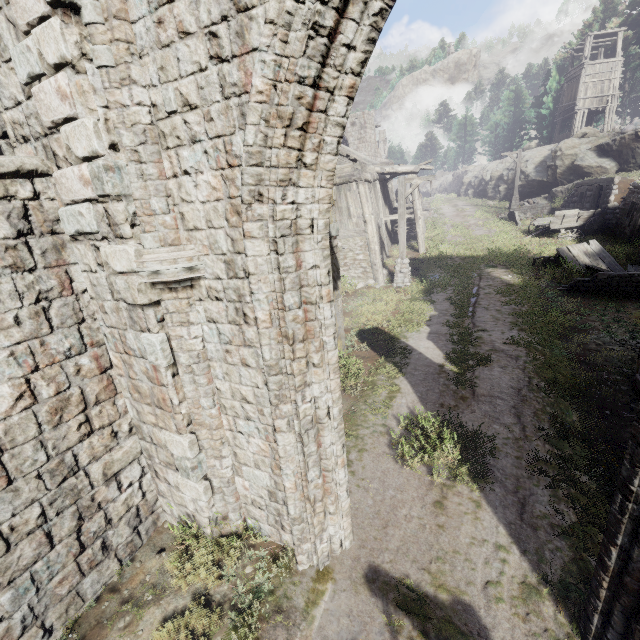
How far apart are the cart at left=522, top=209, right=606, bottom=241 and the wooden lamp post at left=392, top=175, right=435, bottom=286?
8.9m

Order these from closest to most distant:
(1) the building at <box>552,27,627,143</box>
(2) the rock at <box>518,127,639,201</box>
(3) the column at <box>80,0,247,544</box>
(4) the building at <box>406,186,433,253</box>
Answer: (3) the column at <box>80,0,247,544</box>, (4) the building at <box>406,186,433,253</box>, (2) the rock at <box>518,127,639,201</box>, (1) the building at <box>552,27,627,143</box>

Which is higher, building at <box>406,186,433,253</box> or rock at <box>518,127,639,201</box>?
rock at <box>518,127,639,201</box>

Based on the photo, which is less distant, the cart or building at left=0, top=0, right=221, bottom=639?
building at left=0, top=0, right=221, bottom=639

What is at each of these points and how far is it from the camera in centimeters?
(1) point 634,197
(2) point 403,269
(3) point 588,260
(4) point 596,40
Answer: (1) shelter, 1596cm
(2) wooden lamp post, 1495cm
(3) broken furniture, 1350cm
(4) building, 3030cm

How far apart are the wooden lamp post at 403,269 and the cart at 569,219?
8.9m

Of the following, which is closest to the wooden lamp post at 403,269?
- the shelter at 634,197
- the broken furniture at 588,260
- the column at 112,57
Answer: the shelter at 634,197

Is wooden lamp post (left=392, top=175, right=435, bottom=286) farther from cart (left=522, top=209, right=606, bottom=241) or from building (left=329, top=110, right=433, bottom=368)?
cart (left=522, top=209, right=606, bottom=241)
